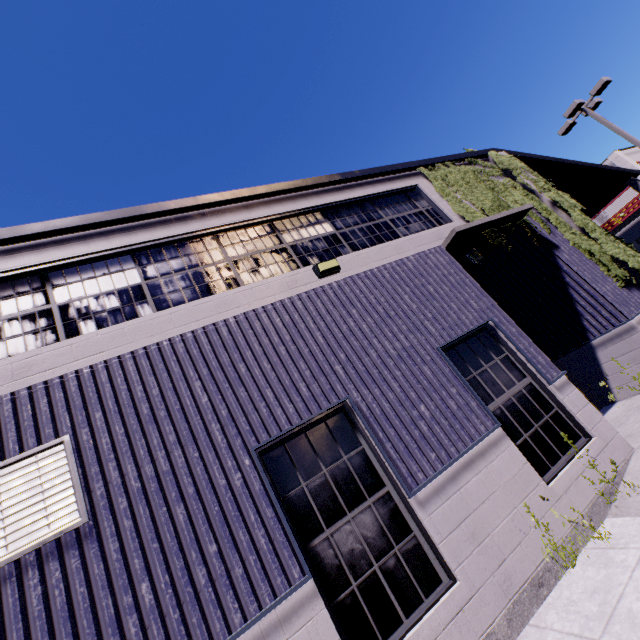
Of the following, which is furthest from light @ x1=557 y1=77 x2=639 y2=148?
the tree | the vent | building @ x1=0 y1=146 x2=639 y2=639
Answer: the vent

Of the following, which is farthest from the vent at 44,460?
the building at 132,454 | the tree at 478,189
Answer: the tree at 478,189

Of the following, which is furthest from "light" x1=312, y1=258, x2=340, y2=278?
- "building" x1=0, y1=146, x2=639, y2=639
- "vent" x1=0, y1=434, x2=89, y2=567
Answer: "vent" x1=0, y1=434, x2=89, y2=567

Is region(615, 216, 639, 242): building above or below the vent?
above

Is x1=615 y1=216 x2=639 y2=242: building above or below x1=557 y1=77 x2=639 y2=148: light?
below

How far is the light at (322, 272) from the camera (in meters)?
5.85

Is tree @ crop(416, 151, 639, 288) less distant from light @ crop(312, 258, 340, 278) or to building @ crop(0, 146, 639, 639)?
building @ crop(0, 146, 639, 639)

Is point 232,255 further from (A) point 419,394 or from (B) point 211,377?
(A) point 419,394
